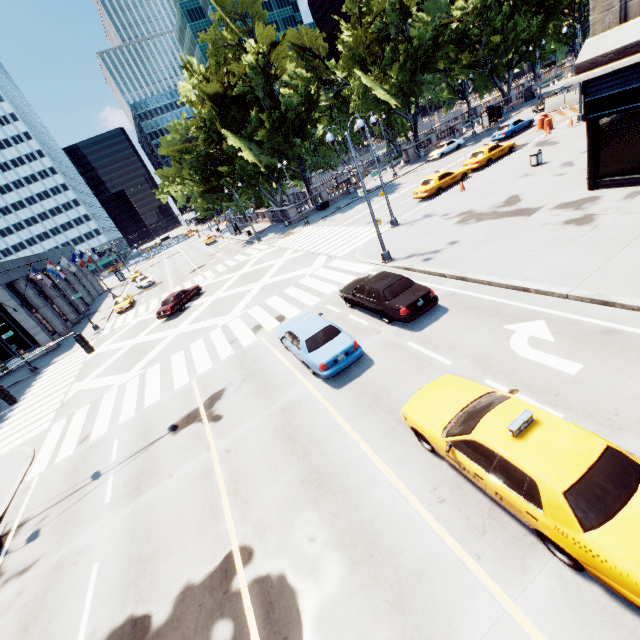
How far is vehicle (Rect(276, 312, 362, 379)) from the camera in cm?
1091

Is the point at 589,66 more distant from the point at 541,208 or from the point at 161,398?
the point at 161,398

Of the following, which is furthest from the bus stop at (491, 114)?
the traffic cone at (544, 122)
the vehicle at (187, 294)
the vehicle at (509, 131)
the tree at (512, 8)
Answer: the vehicle at (187, 294)

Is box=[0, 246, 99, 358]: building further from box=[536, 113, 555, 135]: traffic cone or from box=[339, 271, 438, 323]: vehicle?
box=[536, 113, 555, 135]: traffic cone

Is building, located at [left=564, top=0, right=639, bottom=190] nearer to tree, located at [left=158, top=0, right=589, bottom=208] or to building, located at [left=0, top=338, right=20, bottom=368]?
tree, located at [left=158, top=0, right=589, bottom=208]

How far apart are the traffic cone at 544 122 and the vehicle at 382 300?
28.4m

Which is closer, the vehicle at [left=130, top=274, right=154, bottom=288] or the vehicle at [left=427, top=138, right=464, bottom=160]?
the vehicle at [left=427, top=138, right=464, bottom=160]

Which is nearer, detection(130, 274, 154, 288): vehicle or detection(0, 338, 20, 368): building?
detection(0, 338, 20, 368): building
